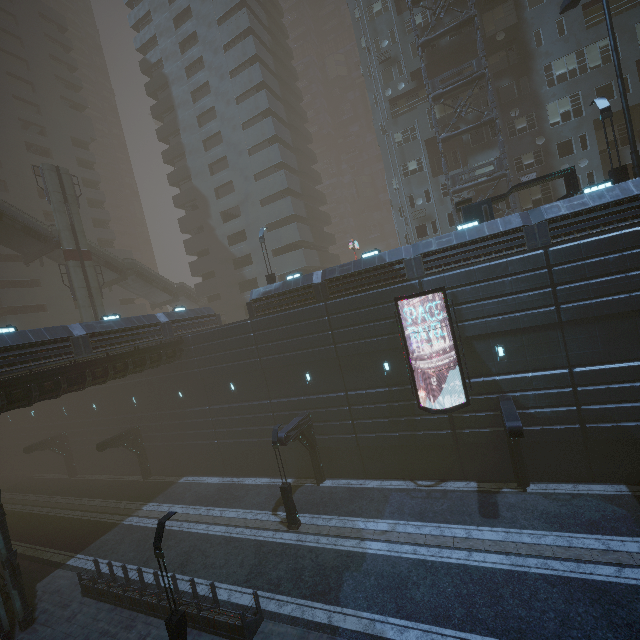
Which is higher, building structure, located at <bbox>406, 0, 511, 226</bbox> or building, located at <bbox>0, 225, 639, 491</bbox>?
building structure, located at <bbox>406, 0, 511, 226</bbox>

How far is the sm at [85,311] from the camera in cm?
2925

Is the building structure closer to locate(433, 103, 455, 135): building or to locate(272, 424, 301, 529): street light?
locate(433, 103, 455, 135): building

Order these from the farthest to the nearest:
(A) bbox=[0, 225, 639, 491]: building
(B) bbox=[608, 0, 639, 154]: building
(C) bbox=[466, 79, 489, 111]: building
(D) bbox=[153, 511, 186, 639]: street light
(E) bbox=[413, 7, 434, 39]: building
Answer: (E) bbox=[413, 7, 434, 39]: building
(C) bbox=[466, 79, 489, 111]: building
(B) bbox=[608, 0, 639, 154]: building
(A) bbox=[0, 225, 639, 491]: building
(D) bbox=[153, 511, 186, 639]: street light

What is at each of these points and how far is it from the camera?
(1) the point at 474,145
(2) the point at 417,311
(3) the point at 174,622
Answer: (1) building, 27.0 meters
(2) building, 18.2 meters
(3) street light, 10.8 meters

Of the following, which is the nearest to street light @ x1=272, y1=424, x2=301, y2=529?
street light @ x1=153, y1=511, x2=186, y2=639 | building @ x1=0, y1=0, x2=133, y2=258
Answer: street light @ x1=153, y1=511, x2=186, y2=639

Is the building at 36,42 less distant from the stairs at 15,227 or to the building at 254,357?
the building at 254,357

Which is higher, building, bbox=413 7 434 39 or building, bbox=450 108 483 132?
building, bbox=413 7 434 39
